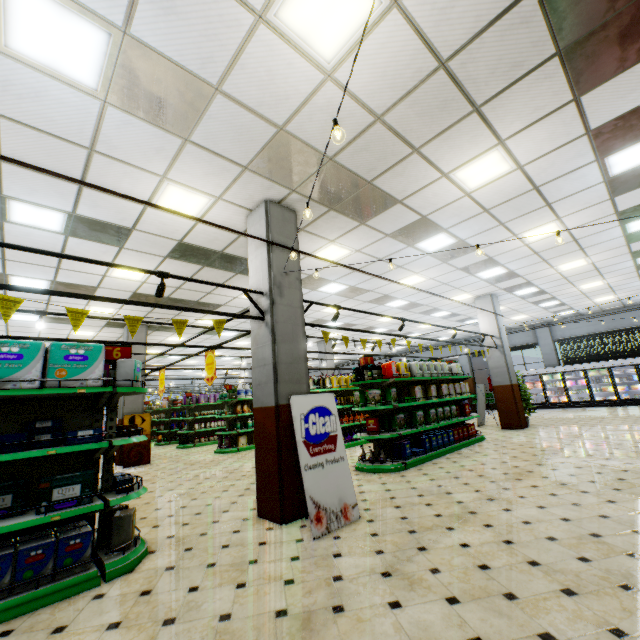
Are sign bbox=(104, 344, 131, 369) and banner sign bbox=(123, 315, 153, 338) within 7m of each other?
yes

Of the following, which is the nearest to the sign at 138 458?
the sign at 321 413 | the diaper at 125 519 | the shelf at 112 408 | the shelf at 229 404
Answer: the shelf at 229 404

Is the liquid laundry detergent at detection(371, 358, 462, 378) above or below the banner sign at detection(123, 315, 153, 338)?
below

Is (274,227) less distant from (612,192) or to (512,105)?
(512,105)

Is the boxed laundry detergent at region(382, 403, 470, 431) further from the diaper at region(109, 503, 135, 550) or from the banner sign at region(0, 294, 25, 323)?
the banner sign at region(0, 294, 25, 323)

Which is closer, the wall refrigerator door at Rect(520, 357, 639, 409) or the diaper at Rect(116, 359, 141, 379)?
the diaper at Rect(116, 359, 141, 379)

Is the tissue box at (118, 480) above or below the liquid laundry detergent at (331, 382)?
below

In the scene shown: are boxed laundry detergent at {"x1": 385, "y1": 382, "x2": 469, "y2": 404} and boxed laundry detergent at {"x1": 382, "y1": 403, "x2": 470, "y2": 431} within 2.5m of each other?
yes
